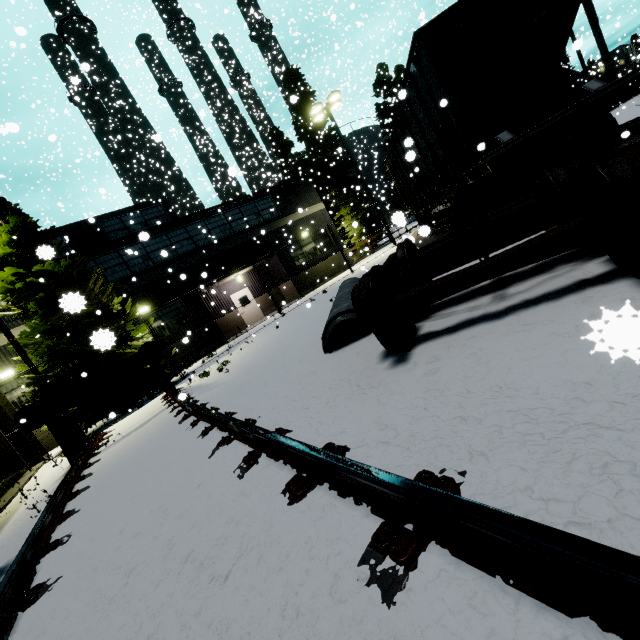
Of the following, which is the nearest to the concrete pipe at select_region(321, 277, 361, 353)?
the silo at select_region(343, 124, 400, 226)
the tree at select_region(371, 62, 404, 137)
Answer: the silo at select_region(343, 124, 400, 226)

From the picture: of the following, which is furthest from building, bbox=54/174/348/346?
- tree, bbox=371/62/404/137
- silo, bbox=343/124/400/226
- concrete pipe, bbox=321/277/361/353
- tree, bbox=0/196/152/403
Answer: tree, bbox=371/62/404/137

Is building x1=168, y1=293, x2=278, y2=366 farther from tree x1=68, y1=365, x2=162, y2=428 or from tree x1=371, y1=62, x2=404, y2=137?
tree x1=371, y1=62, x2=404, y2=137

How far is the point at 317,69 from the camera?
21.3 meters

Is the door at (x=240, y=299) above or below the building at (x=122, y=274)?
below

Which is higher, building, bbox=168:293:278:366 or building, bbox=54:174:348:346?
building, bbox=54:174:348:346

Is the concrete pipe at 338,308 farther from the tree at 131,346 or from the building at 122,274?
the building at 122,274

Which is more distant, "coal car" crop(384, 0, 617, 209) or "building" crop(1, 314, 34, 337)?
"building" crop(1, 314, 34, 337)
